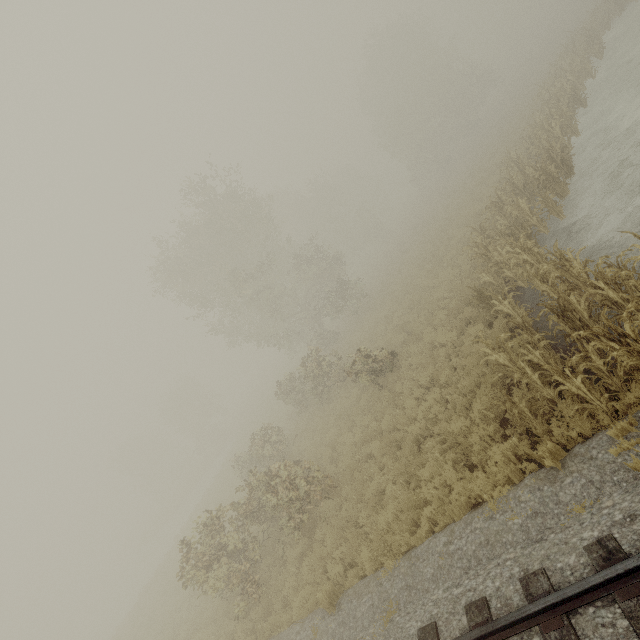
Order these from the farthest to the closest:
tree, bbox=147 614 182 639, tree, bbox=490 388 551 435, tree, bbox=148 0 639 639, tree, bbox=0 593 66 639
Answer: tree, bbox=0 593 66 639 < tree, bbox=147 614 182 639 < tree, bbox=148 0 639 639 < tree, bbox=490 388 551 435

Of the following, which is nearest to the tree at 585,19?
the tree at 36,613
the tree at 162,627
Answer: the tree at 162,627

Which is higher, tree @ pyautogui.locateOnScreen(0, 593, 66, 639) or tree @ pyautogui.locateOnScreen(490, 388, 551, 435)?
tree @ pyautogui.locateOnScreen(0, 593, 66, 639)

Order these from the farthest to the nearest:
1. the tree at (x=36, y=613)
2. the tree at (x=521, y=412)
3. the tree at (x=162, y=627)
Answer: the tree at (x=36, y=613) < the tree at (x=162, y=627) < the tree at (x=521, y=412)

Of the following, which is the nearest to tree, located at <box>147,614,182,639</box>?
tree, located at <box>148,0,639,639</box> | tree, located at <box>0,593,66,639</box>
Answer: tree, located at <box>148,0,639,639</box>

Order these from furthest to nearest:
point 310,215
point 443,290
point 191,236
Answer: point 310,215 → point 191,236 → point 443,290

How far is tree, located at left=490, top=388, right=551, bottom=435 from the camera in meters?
6.4
